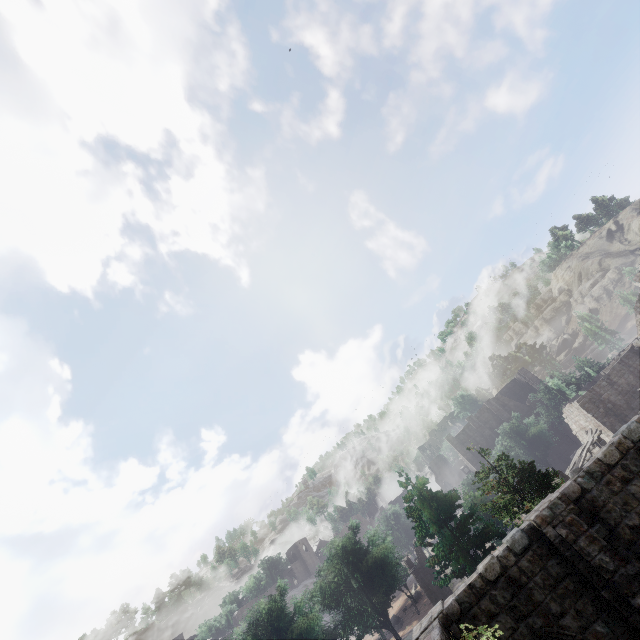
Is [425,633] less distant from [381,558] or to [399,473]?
[399,473]

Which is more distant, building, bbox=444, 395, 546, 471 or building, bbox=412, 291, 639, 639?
building, bbox=444, 395, 546, 471

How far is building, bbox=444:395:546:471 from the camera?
53.4 meters

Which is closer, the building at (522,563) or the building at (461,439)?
the building at (522,563)

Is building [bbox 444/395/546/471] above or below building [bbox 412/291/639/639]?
above

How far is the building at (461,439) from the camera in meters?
53.4
